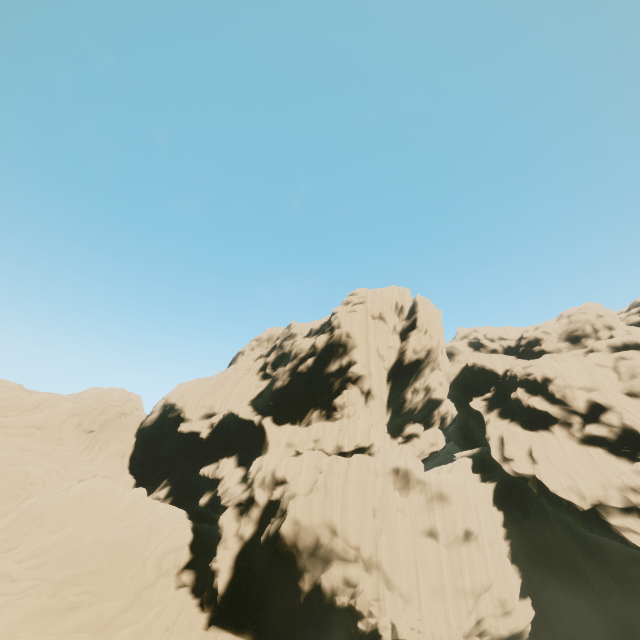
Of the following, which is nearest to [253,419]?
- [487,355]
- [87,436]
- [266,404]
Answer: [266,404]
